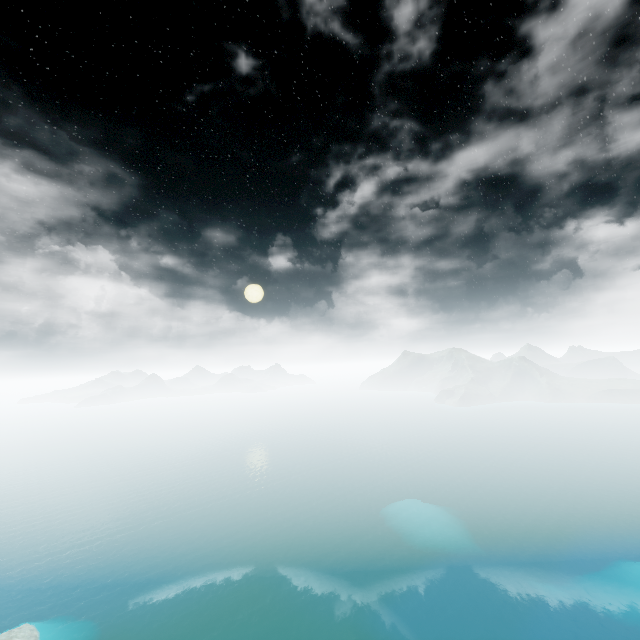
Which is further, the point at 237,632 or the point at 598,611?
the point at 237,632
